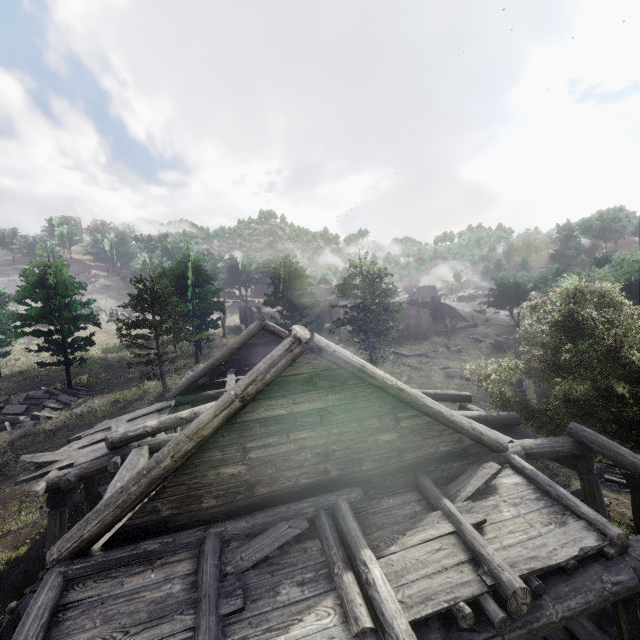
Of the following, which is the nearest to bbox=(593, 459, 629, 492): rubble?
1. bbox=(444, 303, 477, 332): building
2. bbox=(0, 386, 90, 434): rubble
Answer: bbox=(444, 303, 477, 332): building

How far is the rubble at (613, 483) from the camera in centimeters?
1359cm

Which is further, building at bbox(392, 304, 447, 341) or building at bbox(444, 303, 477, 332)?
building at bbox(444, 303, 477, 332)

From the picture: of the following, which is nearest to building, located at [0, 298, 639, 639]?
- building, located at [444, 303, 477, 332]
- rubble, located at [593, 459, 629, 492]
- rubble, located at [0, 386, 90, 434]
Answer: rubble, located at [593, 459, 629, 492]

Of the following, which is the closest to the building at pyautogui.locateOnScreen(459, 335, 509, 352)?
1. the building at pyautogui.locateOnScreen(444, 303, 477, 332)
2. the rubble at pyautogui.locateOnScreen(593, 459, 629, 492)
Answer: the rubble at pyautogui.locateOnScreen(593, 459, 629, 492)

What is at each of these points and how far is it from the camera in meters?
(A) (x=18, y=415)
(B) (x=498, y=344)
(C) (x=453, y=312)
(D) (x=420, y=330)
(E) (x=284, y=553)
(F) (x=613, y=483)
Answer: (A) rubble, 21.3 m
(B) building, 42.7 m
(C) building, 57.8 m
(D) building, 50.4 m
(E) building, 5.1 m
(F) rubble, 13.8 m

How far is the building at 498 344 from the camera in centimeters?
4250cm

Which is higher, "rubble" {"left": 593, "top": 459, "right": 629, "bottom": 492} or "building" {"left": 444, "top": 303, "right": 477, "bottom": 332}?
"building" {"left": 444, "top": 303, "right": 477, "bottom": 332}
